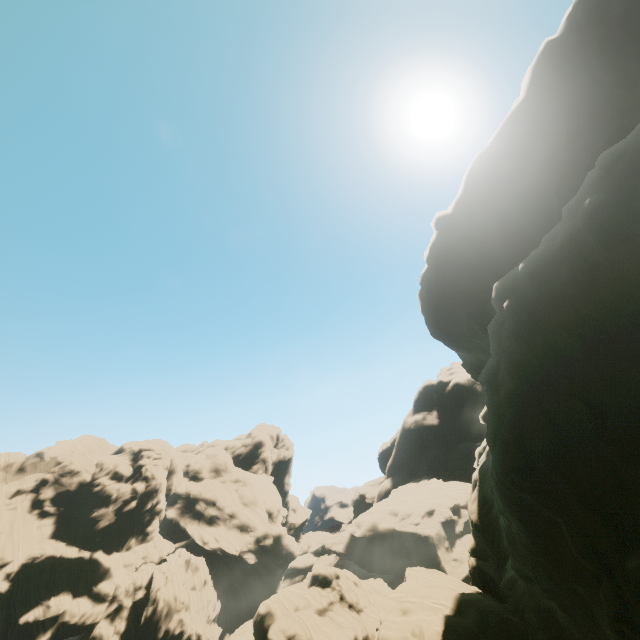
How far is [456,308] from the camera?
38.3m
